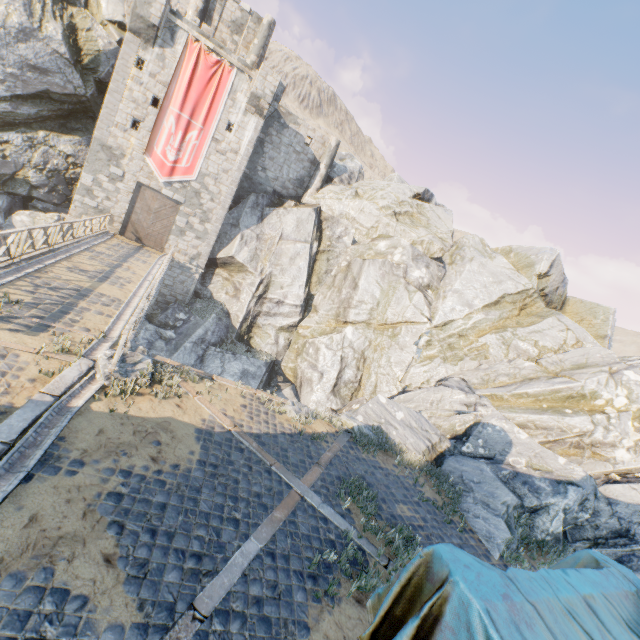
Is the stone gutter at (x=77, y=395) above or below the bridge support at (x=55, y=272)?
below

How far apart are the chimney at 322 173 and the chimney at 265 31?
7.3 meters

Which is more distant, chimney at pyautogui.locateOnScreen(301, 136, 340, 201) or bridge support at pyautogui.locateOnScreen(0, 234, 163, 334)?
chimney at pyautogui.locateOnScreen(301, 136, 340, 201)

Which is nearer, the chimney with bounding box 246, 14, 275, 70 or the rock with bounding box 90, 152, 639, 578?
the rock with bounding box 90, 152, 639, 578

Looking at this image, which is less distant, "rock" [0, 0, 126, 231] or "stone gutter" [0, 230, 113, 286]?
"stone gutter" [0, 230, 113, 286]

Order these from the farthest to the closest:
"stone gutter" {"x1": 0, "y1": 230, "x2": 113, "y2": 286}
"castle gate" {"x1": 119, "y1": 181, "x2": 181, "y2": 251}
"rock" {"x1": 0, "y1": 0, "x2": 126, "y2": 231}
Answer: "castle gate" {"x1": 119, "y1": 181, "x2": 181, "y2": 251} < "rock" {"x1": 0, "y1": 0, "x2": 126, "y2": 231} < "stone gutter" {"x1": 0, "y1": 230, "x2": 113, "y2": 286}

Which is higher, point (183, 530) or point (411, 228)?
point (411, 228)

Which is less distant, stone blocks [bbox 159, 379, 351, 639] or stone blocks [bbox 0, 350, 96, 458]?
stone blocks [bbox 159, 379, 351, 639]
